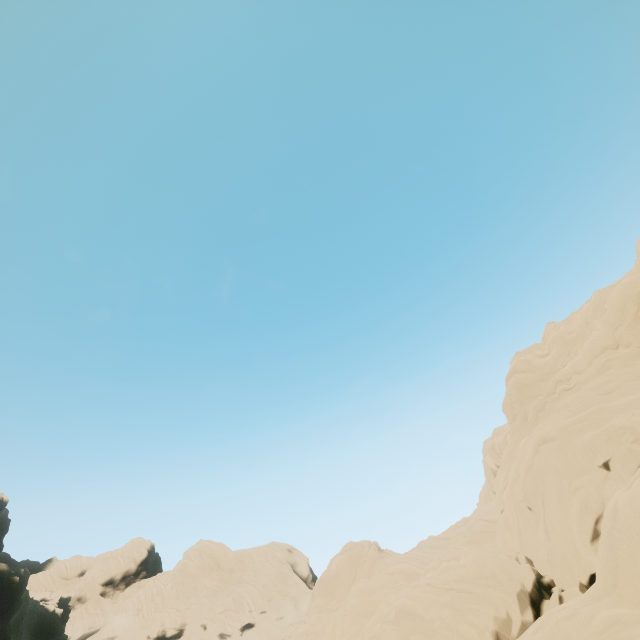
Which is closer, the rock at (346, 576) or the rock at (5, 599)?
the rock at (346, 576)

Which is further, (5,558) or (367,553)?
(5,558)

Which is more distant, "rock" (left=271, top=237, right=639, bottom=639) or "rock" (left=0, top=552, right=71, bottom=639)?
"rock" (left=0, top=552, right=71, bottom=639)
